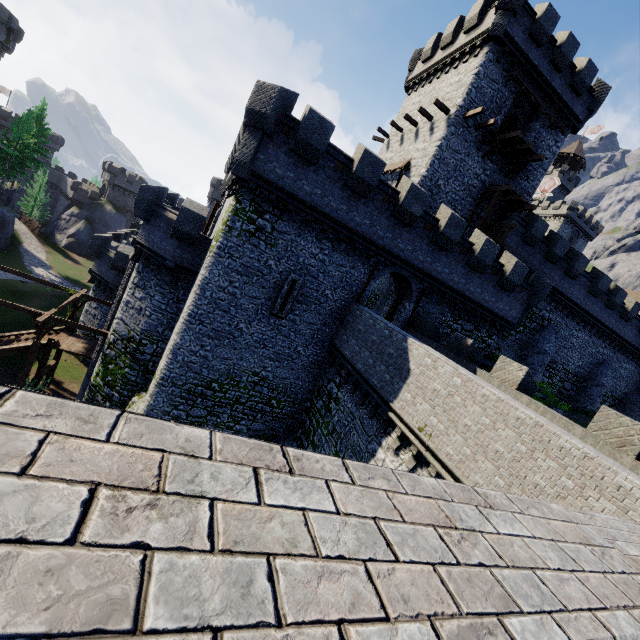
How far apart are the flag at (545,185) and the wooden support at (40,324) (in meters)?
52.49

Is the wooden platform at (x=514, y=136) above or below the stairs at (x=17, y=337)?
above

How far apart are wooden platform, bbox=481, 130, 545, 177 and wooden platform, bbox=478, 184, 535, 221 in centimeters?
131cm

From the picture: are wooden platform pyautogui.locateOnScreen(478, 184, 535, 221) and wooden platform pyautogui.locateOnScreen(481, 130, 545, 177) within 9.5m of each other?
yes

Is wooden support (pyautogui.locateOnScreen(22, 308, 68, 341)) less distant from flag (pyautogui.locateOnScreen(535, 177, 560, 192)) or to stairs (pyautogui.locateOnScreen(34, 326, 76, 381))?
stairs (pyautogui.locateOnScreen(34, 326, 76, 381))

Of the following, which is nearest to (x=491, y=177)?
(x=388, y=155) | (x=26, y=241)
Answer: (x=388, y=155)

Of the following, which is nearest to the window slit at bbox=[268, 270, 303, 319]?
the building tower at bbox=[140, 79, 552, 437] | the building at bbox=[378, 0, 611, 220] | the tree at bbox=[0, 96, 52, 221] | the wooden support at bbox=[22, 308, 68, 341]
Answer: the building tower at bbox=[140, 79, 552, 437]

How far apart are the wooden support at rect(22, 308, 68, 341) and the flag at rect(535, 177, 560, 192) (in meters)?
52.49
